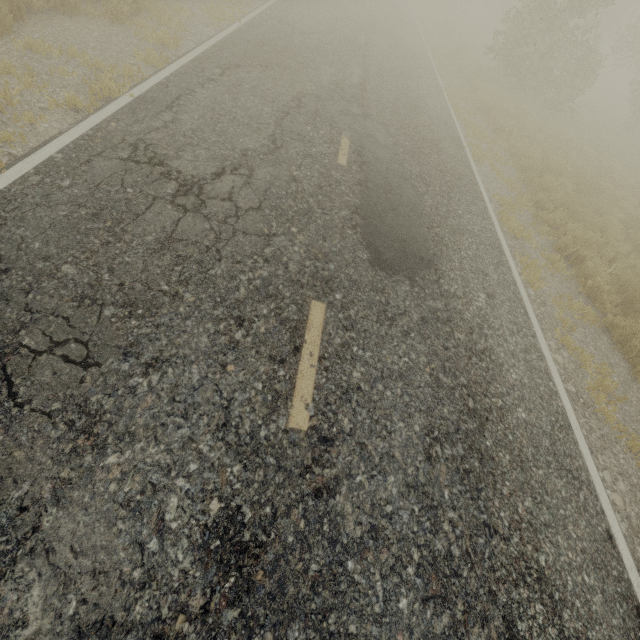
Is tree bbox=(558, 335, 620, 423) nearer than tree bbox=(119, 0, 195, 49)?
Yes

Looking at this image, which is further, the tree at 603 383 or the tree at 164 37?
the tree at 164 37

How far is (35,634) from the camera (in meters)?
1.71

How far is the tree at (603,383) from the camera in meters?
4.7 m

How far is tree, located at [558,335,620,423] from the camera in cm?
465
